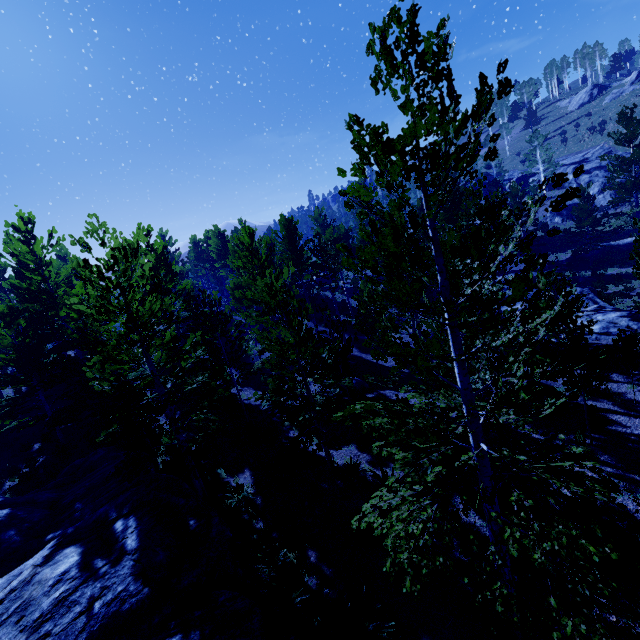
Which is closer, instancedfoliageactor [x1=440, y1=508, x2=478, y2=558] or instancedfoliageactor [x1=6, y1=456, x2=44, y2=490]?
instancedfoliageactor [x1=440, y1=508, x2=478, y2=558]

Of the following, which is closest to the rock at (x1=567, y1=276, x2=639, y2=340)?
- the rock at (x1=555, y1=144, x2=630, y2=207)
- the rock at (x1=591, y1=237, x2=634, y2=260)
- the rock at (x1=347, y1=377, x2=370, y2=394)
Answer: the rock at (x1=591, y1=237, x2=634, y2=260)

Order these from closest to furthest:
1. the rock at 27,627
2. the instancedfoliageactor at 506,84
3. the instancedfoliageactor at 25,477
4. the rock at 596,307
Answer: the instancedfoliageactor at 506,84 < the rock at 27,627 < the instancedfoliageactor at 25,477 < the rock at 596,307

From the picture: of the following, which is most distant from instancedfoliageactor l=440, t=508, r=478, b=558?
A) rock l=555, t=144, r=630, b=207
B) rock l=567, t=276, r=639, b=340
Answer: rock l=555, t=144, r=630, b=207

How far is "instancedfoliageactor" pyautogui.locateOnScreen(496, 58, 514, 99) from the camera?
3.99m

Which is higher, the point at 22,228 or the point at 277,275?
the point at 22,228

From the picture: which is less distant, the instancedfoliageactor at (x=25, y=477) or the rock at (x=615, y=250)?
the instancedfoliageactor at (x=25, y=477)

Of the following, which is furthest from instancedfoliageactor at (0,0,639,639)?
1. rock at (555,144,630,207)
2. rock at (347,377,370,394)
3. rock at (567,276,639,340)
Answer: rock at (347,377,370,394)
